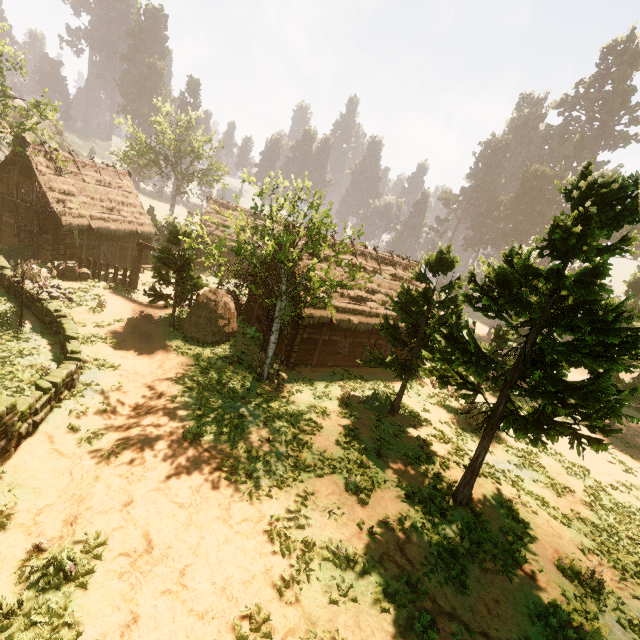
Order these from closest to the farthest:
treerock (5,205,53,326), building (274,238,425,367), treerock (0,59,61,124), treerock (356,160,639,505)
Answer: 1. treerock (356,160,639,505)
2. treerock (5,205,53,326)
3. building (274,238,425,367)
4. treerock (0,59,61,124)

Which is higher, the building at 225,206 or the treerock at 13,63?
the treerock at 13,63

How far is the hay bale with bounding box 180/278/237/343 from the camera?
19.4 meters

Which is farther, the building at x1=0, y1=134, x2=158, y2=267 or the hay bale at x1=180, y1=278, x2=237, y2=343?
the building at x1=0, y1=134, x2=158, y2=267

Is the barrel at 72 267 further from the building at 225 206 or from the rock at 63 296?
the building at 225 206

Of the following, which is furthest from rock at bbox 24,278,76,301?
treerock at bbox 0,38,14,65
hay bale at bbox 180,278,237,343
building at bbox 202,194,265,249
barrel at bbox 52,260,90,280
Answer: building at bbox 202,194,265,249

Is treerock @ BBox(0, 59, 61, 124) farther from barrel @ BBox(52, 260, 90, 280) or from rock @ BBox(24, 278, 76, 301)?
rock @ BBox(24, 278, 76, 301)

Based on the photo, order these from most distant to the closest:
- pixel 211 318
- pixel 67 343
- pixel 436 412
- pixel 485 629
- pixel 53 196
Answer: pixel 53 196 < pixel 436 412 < pixel 211 318 < pixel 67 343 < pixel 485 629
